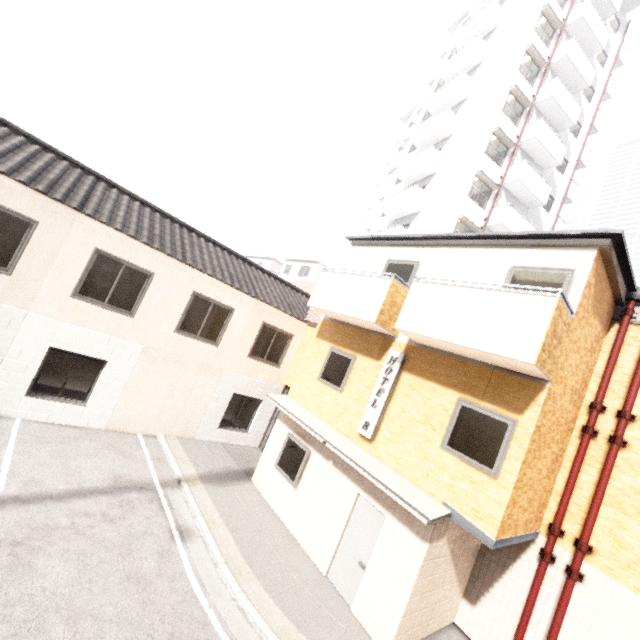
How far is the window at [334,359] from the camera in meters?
9.6

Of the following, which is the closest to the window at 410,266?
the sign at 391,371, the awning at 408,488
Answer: the sign at 391,371

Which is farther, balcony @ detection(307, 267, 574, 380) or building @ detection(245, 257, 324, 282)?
building @ detection(245, 257, 324, 282)

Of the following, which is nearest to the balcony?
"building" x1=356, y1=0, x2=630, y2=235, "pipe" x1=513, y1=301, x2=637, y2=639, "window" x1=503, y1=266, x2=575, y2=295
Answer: "window" x1=503, y1=266, x2=575, y2=295

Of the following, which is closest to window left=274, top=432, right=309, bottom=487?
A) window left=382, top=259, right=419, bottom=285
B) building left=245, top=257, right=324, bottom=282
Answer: window left=382, top=259, right=419, bottom=285

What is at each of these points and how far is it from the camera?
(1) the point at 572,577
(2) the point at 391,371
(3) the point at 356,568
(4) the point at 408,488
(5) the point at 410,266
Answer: (1) pipe, 6.8 meters
(2) sign, 8.3 meters
(3) door, 7.3 meters
(4) awning, 6.8 meters
(5) window, 9.2 meters

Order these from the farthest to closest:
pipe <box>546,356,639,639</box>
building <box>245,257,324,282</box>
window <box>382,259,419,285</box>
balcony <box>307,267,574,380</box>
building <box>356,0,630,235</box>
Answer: building <box>245,257,324,282</box> < building <box>356,0,630,235</box> < window <box>382,259,419,285</box> < pipe <box>546,356,639,639</box> < balcony <box>307,267,574,380</box>

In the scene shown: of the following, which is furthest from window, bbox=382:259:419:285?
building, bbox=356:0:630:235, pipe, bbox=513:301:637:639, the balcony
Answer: building, bbox=356:0:630:235
